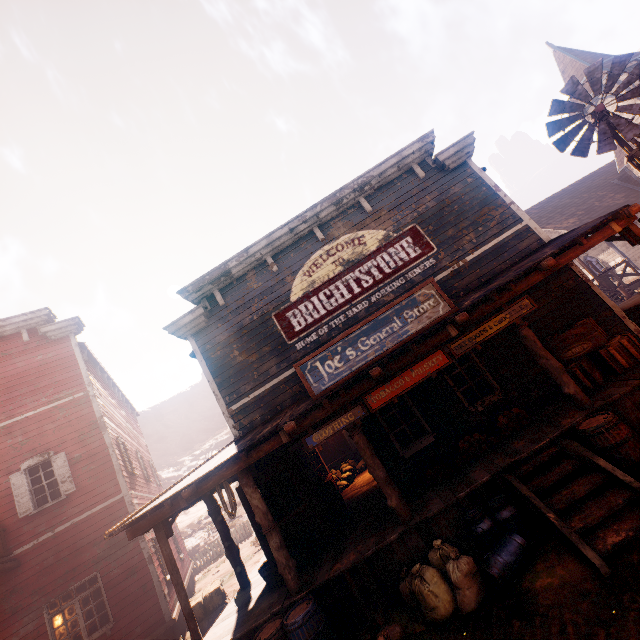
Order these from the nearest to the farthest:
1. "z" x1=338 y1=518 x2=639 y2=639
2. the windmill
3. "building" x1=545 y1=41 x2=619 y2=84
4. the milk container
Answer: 1. "z" x1=338 y1=518 x2=639 y2=639
2. the milk container
3. the windmill
4. "building" x1=545 y1=41 x2=619 y2=84

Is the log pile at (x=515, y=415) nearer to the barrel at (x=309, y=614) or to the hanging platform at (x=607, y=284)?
the barrel at (x=309, y=614)

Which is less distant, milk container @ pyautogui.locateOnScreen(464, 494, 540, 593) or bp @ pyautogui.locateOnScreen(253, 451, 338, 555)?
milk container @ pyautogui.locateOnScreen(464, 494, 540, 593)

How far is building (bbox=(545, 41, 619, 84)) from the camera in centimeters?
2412cm

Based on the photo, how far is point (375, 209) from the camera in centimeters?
973cm

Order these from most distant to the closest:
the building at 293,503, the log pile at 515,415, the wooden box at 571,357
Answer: the building at 293,503, the log pile at 515,415, the wooden box at 571,357

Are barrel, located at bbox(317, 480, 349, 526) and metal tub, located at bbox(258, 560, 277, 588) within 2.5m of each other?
yes

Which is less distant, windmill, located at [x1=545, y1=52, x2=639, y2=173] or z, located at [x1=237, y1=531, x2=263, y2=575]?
windmill, located at [x1=545, y1=52, x2=639, y2=173]
